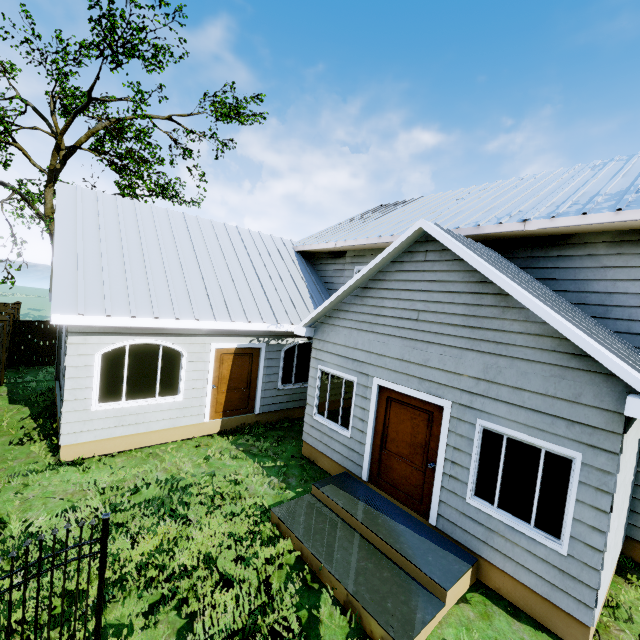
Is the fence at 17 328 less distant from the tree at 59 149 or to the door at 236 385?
the tree at 59 149

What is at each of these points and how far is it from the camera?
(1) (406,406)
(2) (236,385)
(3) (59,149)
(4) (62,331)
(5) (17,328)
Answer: (1) door, 6.3 meters
(2) door, 9.6 meters
(3) tree, 17.3 meters
(4) garage door, 11.1 meters
(5) fence, 13.6 meters

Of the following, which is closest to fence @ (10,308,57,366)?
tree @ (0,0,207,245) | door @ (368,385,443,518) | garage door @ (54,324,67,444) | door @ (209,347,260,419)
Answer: garage door @ (54,324,67,444)

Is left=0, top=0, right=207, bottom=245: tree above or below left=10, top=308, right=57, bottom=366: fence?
above

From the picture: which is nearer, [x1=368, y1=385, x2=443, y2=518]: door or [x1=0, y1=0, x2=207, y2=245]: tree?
[x1=368, y1=385, x2=443, y2=518]: door

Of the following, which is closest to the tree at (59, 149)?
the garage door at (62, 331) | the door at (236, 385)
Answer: the garage door at (62, 331)

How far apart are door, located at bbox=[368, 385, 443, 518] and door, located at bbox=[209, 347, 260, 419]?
4.4m

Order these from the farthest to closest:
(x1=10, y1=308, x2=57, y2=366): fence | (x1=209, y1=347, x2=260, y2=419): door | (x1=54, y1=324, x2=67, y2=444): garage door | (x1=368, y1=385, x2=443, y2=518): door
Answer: (x1=10, y1=308, x2=57, y2=366): fence, (x1=209, y1=347, x2=260, y2=419): door, (x1=54, y1=324, x2=67, y2=444): garage door, (x1=368, y1=385, x2=443, y2=518): door
